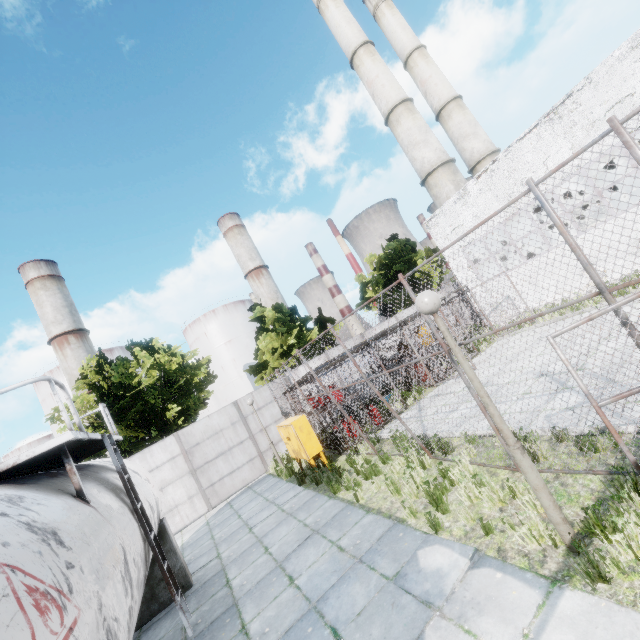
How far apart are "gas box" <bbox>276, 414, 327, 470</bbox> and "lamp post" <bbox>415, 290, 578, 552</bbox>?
7.69m

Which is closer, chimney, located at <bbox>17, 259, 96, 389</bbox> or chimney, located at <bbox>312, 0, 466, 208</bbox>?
chimney, located at <bbox>312, 0, 466, 208</bbox>

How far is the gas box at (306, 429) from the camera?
10.59m

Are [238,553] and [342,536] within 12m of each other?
yes

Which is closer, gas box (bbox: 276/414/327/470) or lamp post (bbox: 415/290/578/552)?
lamp post (bbox: 415/290/578/552)

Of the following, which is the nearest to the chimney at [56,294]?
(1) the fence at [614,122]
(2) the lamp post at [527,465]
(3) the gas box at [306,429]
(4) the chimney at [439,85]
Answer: (3) the gas box at [306,429]

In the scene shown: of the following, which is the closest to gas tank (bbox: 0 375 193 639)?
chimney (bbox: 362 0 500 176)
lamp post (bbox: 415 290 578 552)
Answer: lamp post (bbox: 415 290 578 552)

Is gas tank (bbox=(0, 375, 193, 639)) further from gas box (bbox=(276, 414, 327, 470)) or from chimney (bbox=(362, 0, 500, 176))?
chimney (bbox=(362, 0, 500, 176))
